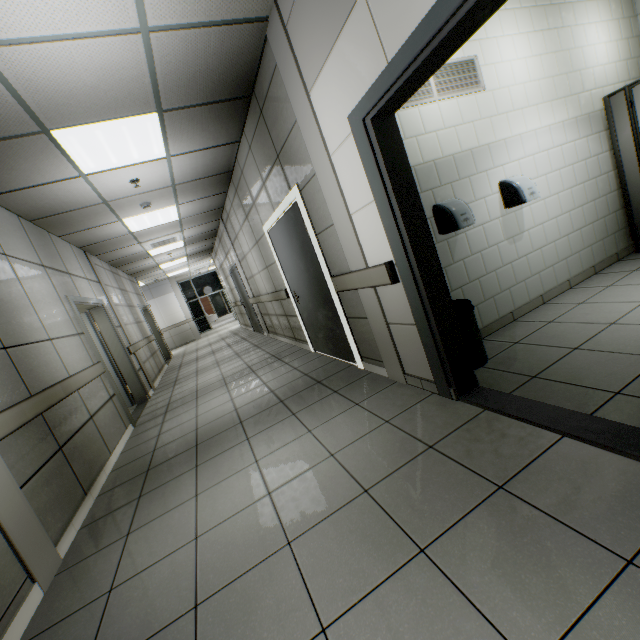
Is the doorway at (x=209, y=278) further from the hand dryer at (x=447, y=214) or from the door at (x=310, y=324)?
the hand dryer at (x=447, y=214)

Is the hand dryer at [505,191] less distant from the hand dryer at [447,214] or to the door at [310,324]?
the hand dryer at [447,214]

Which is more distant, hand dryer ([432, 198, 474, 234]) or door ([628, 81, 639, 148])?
door ([628, 81, 639, 148])

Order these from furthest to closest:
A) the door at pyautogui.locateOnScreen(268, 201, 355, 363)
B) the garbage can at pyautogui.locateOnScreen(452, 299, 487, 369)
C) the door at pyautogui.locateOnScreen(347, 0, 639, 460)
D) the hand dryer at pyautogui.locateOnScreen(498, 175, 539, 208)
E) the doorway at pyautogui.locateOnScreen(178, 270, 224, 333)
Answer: the doorway at pyautogui.locateOnScreen(178, 270, 224, 333)
the door at pyautogui.locateOnScreen(268, 201, 355, 363)
the hand dryer at pyautogui.locateOnScreen(498, 175, 539, 208)
the garbage can at pyautogui.locateOnScreen(452, 299, 487, 369)
the door at pyautogui.locateOnScreen(347, 0, 639, 460)

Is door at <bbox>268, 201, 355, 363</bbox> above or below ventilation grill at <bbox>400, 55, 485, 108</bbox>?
below

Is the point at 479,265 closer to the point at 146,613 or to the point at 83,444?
the point at 146,613

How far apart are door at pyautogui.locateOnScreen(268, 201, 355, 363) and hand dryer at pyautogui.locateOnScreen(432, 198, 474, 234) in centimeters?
133cm

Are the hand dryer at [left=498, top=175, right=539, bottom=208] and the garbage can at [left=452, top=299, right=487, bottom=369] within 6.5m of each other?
yes
